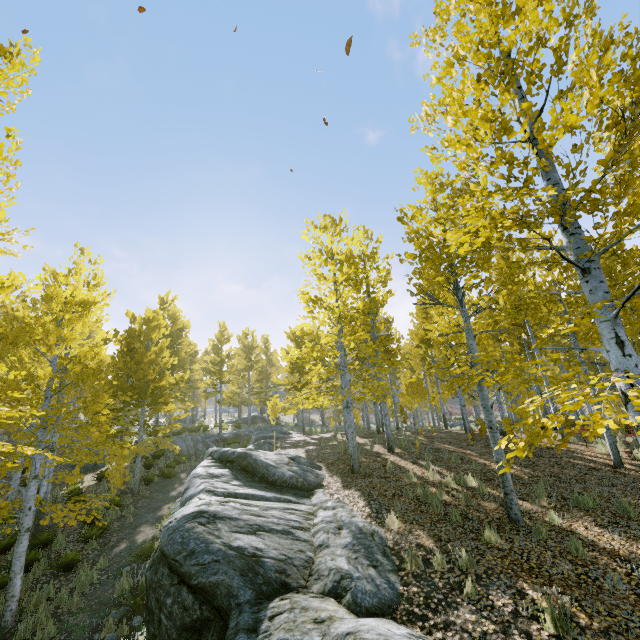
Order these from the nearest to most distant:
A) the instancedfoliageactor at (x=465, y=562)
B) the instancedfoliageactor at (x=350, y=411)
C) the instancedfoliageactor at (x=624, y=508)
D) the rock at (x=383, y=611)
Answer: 1. the instancedfoliageactor at (x=350, y=411)
2. the rock at (x=383, y=611)
3. the instancedfoliageactor at (x=465, y=562)
4. the instancedfoliageactor at (x=624, y=508)

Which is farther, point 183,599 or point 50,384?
point 50,384

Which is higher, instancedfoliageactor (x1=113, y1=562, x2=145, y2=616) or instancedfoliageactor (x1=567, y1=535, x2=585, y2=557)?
instancedfoliageactor (x1=567, y1=535, x2=585, y2=557)

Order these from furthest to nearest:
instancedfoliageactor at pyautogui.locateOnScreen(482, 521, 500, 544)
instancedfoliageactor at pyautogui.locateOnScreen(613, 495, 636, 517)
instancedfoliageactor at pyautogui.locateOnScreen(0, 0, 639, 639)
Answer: instancedfoliageactor at pyautogui.locateOnScreen(613, 495, 636, 517) < instancedfoliageactor at pyautogui.locateOnScreen(482, 521, 500, 544) < instancedfoliageactor at pyautogui.locateOnScreen(0, 0, 639, 639)

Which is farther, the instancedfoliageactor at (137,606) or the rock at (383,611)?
the instancedfoliageactor at (137,606)

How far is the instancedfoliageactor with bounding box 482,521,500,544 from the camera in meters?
6.3

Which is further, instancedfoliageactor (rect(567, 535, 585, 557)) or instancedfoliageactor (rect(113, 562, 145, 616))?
instancedfoliageactor (rect(113, 562, 145, 616))
